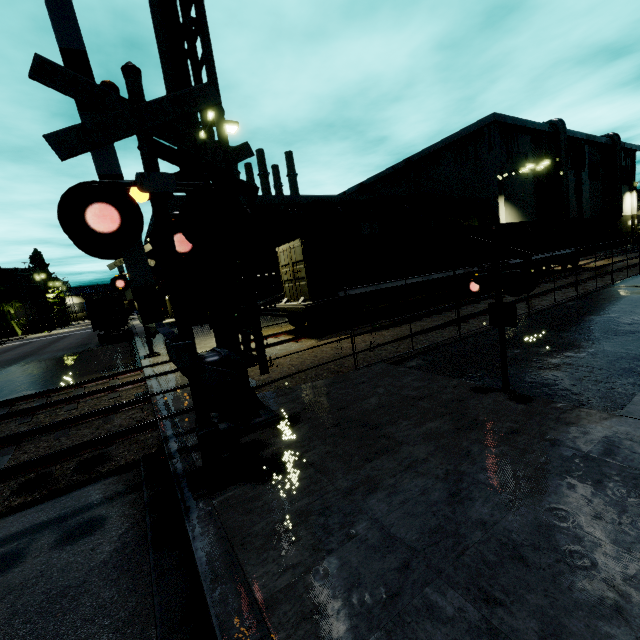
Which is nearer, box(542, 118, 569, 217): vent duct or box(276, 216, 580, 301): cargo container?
box(276, 216, 580, 301): cargo container

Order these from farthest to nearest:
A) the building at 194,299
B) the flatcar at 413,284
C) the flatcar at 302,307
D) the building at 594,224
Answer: the building at 594,224 < the building at 194,299 < the flatcar at 413,284 < the flatcar at 302,307

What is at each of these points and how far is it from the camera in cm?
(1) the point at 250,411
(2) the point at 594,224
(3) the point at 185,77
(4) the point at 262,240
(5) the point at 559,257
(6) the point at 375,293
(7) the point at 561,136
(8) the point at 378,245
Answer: (1) railroad crossing overhang, 595
(2) building, 4638
(3) railroad crossing overhang, 519
(4) railroad crossing overhang, 548
(5) flatcar, 2422
(6) flatcar, 1519
(7) vent duct, 3688
(8) cargo container, 1526

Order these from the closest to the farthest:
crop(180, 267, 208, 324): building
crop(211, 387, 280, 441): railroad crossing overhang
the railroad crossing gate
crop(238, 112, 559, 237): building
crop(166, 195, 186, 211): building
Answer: the railroad crossing gate → crop(211, 387, 280, 441): railroad crossing overhang → crop(166, 195, 186, 211): building → crop(180, 267, 208, 324): building → crop(238, 112, 559, 237): building

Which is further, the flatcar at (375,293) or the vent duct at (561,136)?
the vent duct at (561,136)

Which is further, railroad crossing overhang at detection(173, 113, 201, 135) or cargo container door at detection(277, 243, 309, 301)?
cargo container door at detection(277, 243, 309, 301)

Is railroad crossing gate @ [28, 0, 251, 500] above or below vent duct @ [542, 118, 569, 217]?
below

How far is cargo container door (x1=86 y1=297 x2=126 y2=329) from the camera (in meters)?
23.84
